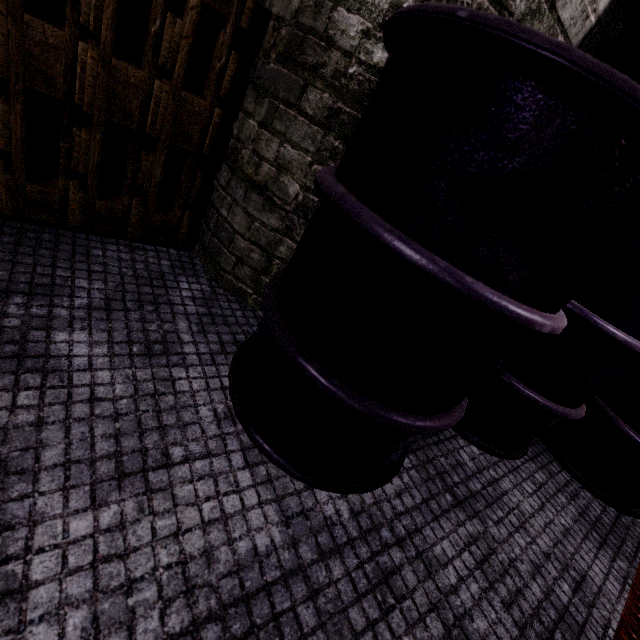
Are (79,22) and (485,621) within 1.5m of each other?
no
